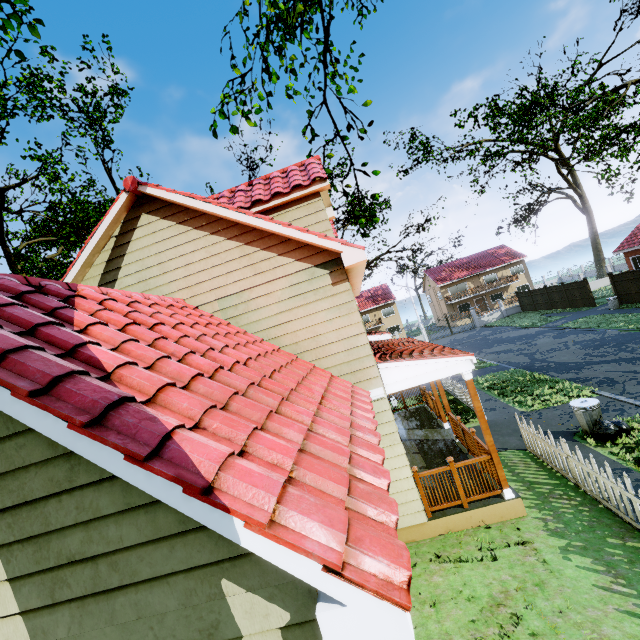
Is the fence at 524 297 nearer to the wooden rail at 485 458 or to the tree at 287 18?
the tree at 287 18

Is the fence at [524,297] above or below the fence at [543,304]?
above

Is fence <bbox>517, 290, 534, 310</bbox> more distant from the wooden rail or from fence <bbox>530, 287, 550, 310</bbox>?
the wooden rail

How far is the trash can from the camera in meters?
8.6

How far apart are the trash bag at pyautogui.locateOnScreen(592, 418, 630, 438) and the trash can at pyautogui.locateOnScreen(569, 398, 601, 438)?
0.02m

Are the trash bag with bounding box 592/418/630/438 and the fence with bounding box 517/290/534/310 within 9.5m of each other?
no

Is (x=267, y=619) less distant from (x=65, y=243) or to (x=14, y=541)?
(x=14, y=541)

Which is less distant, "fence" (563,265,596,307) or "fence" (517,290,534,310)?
"fence" (563,265,596,307)
